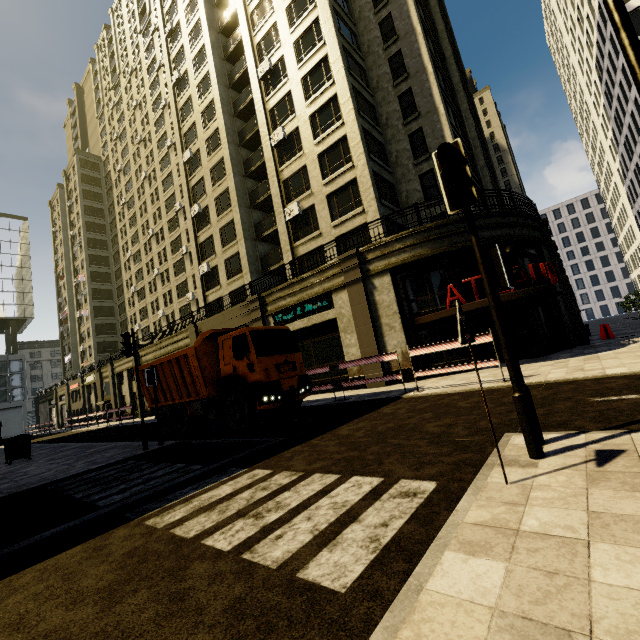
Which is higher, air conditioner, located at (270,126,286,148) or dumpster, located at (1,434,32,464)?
air conditioner, located at (270,126,286,148)

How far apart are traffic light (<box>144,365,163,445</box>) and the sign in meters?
10.5 m

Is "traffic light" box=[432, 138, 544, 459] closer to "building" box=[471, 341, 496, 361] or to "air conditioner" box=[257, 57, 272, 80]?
"building" box=[471, 341, 496, 361]

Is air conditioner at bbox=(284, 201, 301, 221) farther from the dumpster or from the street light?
the dumpster

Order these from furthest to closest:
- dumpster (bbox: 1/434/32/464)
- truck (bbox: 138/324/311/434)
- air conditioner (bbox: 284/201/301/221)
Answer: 1. air conditioner (bbox: 284/201/301/221)
2. dumpster (bbox: 1/434/32/464)
3. truck (bbox: 138/324/311/434)

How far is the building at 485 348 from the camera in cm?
1436

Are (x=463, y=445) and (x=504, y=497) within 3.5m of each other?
yes

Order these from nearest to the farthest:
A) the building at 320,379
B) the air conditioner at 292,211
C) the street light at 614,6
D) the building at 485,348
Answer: the street light at 614,6
the building at 485,348
the building at 320,379
the air conditioner at 292,211
